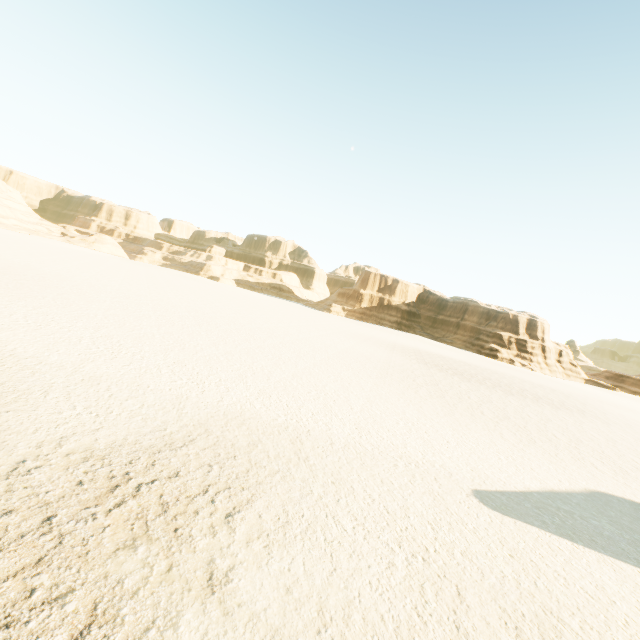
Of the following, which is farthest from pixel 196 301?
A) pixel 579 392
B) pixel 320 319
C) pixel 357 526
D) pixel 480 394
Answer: pixel 579 392
